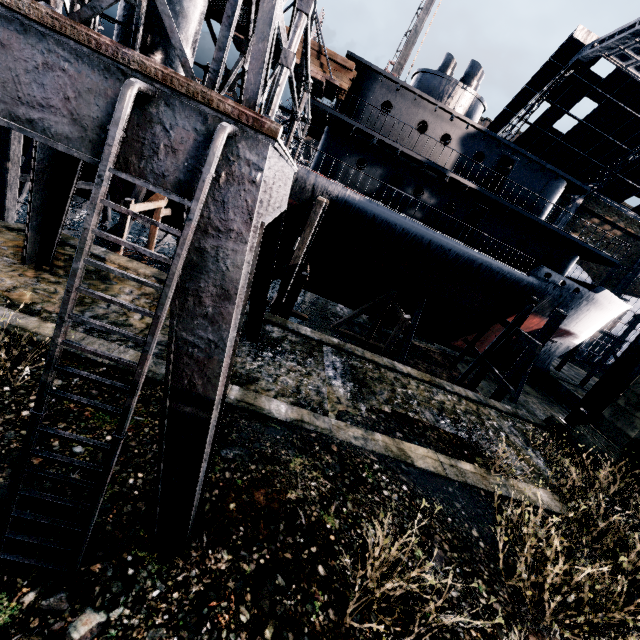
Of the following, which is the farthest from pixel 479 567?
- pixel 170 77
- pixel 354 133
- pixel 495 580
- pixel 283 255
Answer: pixel 354 133

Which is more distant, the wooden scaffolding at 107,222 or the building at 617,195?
the building at 617,195

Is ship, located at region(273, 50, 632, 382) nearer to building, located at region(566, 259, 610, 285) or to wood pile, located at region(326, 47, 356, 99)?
wood pile, located at region(326, 47, 356, 99)

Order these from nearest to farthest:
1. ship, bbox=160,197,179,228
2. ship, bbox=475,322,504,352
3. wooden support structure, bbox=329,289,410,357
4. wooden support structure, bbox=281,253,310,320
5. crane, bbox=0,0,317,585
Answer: crane, bbox=0,0,317,585, wooden support structure, bbox=281,253,310,320, wooden support structure, bbox=329,289,410,357, ship, bbox=160,197,179,228, ship, bbox=475,322,504,352

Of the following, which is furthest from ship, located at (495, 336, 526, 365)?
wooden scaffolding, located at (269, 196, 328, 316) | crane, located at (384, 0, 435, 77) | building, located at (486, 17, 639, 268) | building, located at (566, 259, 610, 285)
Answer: building, located at (486, 17, 639, 268)

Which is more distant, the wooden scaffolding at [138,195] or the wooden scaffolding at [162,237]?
the wooden scaffolding at [162,237]

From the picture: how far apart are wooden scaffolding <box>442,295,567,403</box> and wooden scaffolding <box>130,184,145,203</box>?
23.5 meters

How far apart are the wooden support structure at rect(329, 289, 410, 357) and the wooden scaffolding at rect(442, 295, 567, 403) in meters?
5.5 m
